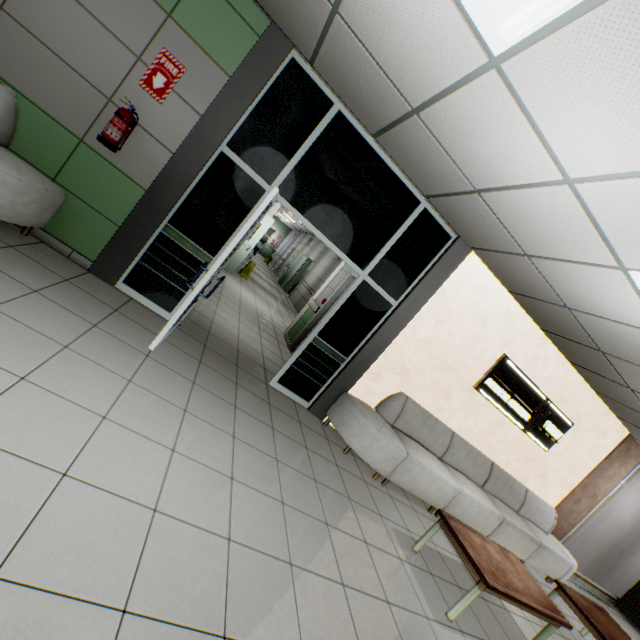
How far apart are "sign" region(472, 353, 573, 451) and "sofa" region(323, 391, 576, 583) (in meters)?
0.75

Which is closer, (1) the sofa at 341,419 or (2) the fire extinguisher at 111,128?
(2) the fire extinguisher at 111,128

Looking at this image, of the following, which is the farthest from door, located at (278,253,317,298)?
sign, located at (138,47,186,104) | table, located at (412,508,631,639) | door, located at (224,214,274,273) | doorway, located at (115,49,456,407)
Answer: table, located at (412,508,631,639)

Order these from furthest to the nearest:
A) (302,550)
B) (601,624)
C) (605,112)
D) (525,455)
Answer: (525,455) < (601,624) < (302,550) < (605,112)

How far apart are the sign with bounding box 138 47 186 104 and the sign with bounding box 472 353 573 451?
5.7m

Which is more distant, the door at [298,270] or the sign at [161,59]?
the door at [298,270]

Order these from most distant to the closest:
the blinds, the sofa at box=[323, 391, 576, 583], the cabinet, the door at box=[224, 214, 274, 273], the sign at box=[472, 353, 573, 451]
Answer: the door at box=[224, 214, 274, 273]
the cabinet
the blinds
the sign at box=[472, 353, 573, 451]
the sofa at box=[323, 391, 576, 583]

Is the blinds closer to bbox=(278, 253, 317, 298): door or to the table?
the table
